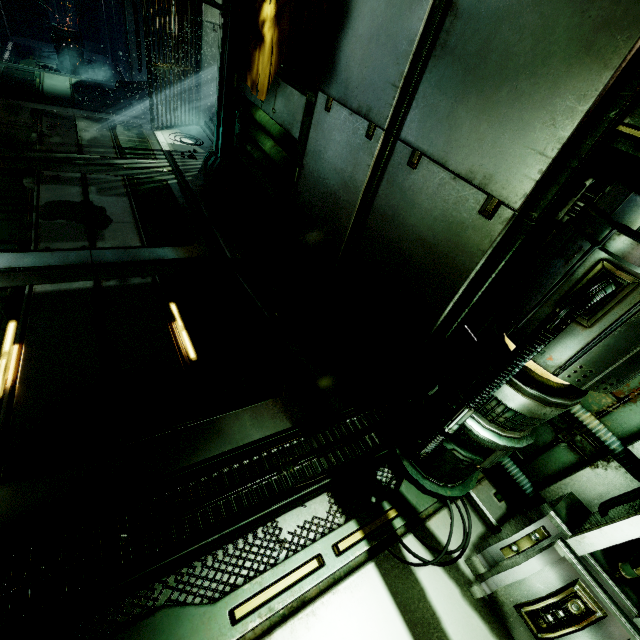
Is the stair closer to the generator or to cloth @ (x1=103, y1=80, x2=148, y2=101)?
cloth @ (x1=103, y1=80, x2=148, y2=101)

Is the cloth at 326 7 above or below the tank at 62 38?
above

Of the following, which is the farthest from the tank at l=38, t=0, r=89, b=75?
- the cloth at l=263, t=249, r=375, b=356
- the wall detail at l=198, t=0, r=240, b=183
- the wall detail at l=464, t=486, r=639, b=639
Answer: the wall detail at l=464, t=486, r=639, b=639

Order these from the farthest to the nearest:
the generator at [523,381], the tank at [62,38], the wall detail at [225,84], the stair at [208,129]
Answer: the tank at [62,38] < the stair at [208,129] < the wall detail at [225,84] < the generator at [523,381]

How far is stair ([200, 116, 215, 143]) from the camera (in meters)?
9.73

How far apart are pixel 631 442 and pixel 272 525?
2.58m

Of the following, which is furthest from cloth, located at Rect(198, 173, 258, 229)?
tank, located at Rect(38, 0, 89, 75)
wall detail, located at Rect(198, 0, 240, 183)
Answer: tank, located at Rect(38, 0, 89, 75)

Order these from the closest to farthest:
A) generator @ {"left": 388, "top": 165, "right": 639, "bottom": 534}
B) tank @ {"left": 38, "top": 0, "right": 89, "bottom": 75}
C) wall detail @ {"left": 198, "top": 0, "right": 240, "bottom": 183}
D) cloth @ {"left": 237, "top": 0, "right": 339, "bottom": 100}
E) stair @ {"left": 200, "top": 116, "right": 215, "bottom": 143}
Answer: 1. generator @ {"left": 388, "top": 165, "right": 639, "bottom": 534}
2. cloth @ {"left": 237, "top": 0, "right": 339, "bottom": 100}
3. wall detail @ {"left": 198, "top": 0, "right": 240, "bottom": 183}
4. stair @ {"left": 200, "top": 116, "right": 215, "bottom": 143}
5. tank @ {"left": 38, "top": 0, "right": 89, "bottom": 75}
